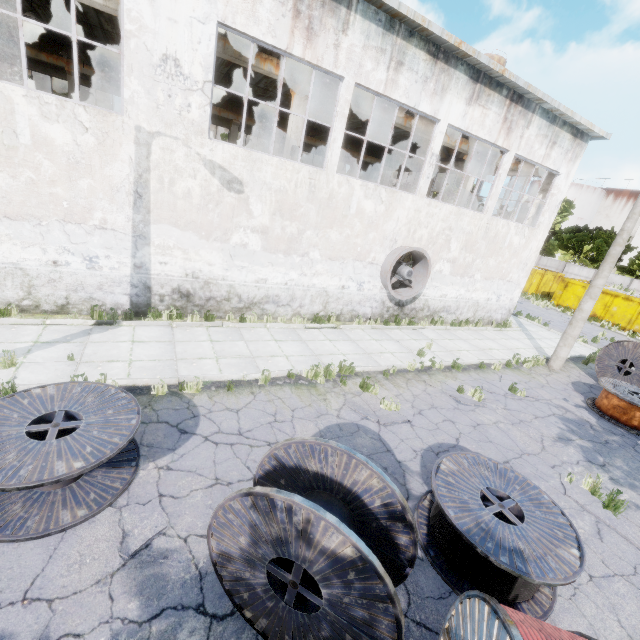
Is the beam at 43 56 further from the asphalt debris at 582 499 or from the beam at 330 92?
the asphalt debris at 582 499

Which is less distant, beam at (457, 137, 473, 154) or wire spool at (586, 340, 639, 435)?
wire spool at (586, 340, 639, 435)

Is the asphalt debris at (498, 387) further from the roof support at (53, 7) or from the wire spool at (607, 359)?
the roof support at (53, 7)

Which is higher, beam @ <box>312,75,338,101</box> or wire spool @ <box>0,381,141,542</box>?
beam @ <box>312,75,338,101</box>

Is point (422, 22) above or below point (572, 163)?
above

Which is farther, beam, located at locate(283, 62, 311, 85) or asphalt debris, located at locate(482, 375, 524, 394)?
beam, located at locate(283, 62, 311, 85)

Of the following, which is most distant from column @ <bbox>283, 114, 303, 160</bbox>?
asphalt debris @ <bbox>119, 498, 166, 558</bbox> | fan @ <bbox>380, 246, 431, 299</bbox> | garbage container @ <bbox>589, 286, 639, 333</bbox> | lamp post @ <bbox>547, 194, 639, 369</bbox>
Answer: Answer: garbage container @ <bbox>589, 286, 639, 333</bbox>

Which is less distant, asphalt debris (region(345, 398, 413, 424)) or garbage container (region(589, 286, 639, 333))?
asphalt debris (region(345, 398, 413, 424))
